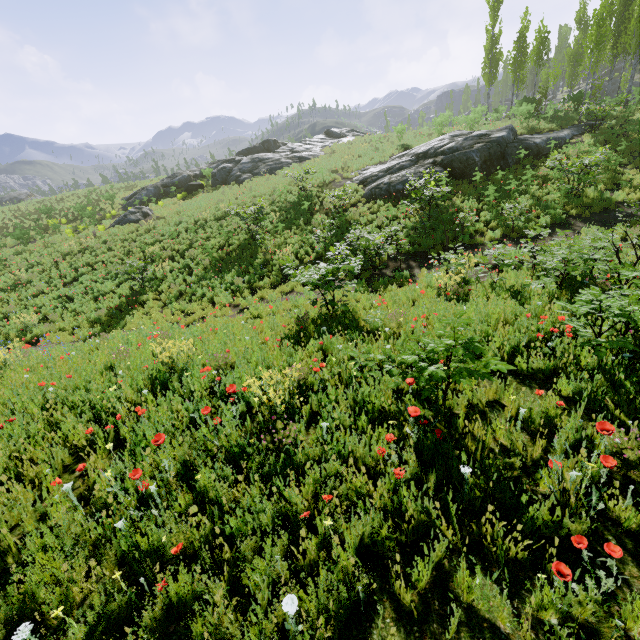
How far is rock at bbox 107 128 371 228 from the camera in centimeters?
2808cm

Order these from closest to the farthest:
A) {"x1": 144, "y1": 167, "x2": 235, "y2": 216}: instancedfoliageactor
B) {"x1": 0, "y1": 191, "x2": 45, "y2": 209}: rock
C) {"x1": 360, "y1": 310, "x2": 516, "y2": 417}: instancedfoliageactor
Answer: {"x1": 360, "y1": 310, "x2": 516, "y2": 417}: instancedfoliageactor < {"x1": 144, "y1": 167, "x2": 235, "y2": 216}: instancedfoliageactor < {"x1": 0, "y1": 191, "x2": 45, "y2": 209}: rock

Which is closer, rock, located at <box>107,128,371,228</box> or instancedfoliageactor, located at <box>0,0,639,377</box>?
instancedfoliageactor, located at <box>0,0,639,377</box>

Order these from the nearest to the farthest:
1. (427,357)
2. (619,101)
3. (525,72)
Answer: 1. (427,357)
2. (619,101)
3. (525,72)

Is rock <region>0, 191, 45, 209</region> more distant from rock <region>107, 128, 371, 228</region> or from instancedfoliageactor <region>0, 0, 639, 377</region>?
rock <region>107, 128, 371, 228</region>

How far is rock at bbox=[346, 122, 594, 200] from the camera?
17.23m

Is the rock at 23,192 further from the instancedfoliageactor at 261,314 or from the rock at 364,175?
the rock at 364,175

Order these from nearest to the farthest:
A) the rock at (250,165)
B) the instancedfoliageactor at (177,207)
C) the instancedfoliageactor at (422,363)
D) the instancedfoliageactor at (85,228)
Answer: the instancedfoliageactor at (422,363) → the instancedfoliageactor at (85,228) → the instancedfoliageactor at (177,207) → the rock at (250,165)
